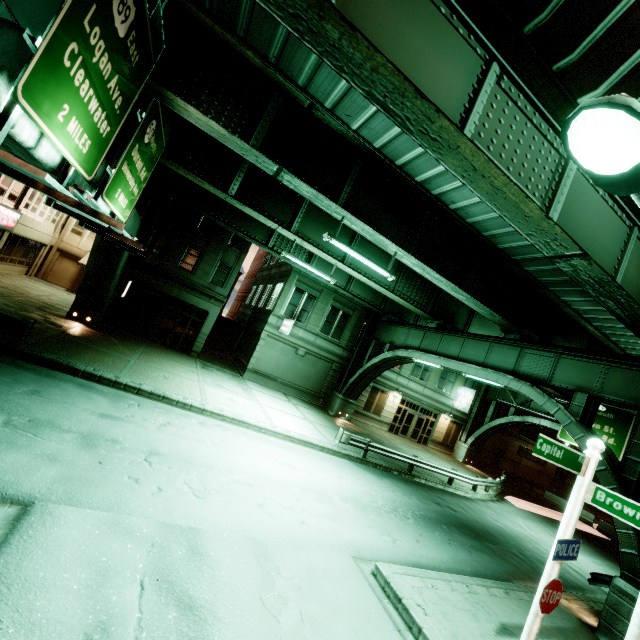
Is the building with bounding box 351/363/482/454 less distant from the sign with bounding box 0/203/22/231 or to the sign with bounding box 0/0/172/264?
the sign with bounding box 0/0/172/264

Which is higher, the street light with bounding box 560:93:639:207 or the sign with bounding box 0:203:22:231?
the street light with bounding box 560:93:639:207

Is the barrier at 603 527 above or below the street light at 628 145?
below

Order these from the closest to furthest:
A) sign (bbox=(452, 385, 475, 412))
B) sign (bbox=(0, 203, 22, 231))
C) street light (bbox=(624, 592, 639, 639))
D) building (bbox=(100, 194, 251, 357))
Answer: street light (bbox=(624, 592, 639, 639))
sign (bbox=(0, 203, 22, 231))
building (bbox=(100, 194, 251, 357))
sign (bbox=(452, 385, 475, 412))

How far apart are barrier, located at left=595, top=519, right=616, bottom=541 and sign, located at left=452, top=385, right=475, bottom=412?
14.37m

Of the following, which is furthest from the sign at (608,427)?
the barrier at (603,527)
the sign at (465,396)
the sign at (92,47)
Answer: the sign at (92,47)

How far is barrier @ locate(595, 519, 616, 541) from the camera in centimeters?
2767cm

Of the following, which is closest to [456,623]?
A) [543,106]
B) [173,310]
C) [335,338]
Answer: [543,106]
